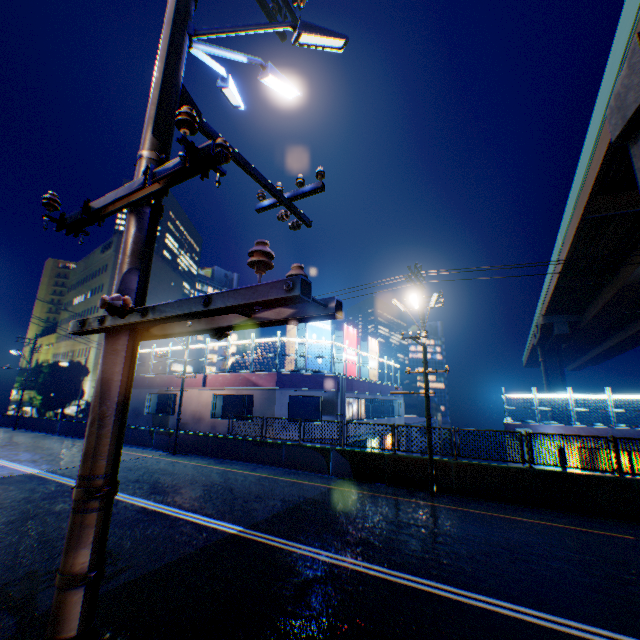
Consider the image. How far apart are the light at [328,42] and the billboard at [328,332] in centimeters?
1740cm

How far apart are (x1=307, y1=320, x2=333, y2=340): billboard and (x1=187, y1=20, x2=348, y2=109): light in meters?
17.4 m

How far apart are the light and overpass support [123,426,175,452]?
21.7 meters

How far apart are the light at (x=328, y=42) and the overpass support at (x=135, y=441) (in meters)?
21.66

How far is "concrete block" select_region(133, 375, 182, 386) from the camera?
24.5 meters

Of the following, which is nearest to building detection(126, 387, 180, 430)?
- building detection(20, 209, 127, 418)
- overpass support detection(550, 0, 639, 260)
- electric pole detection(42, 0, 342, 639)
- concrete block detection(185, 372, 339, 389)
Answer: concrete block detection(185, 372, 339, 389)

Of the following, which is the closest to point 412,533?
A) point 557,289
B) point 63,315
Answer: point 557,289

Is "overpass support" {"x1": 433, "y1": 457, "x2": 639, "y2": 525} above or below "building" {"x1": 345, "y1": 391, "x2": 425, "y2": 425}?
below
